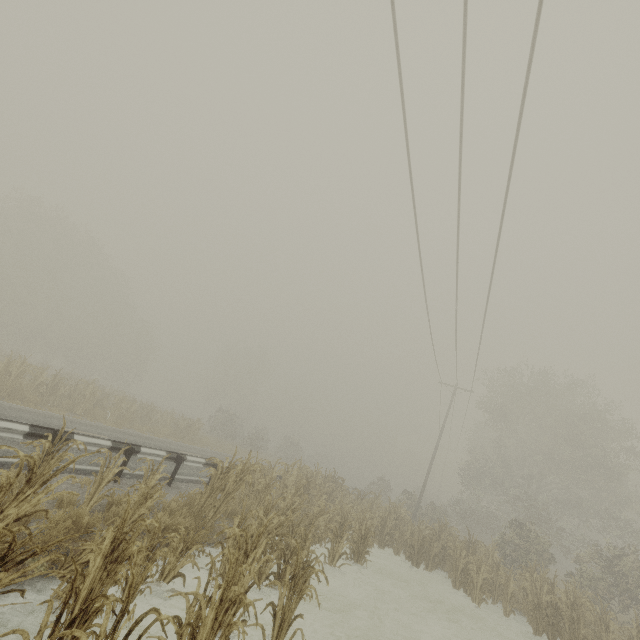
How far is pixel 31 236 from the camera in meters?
34.6

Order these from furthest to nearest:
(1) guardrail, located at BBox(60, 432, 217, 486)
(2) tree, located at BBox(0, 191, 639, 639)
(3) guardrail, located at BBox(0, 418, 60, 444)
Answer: (1) guardrail, located at BBox(60, 432, 217, 486), (3) guardrail, located at BBox(0, 418, 60, 444), (2) tree, located at BBox(0, 191, 639, 639)

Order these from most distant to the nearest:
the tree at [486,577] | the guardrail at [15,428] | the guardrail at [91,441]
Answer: the guardrail at [91,441] < the guardrail at [15,428] < the tree at [486,577]

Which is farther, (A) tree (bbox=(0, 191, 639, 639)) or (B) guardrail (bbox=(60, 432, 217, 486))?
(B) guardrail (bbox=(60, 432, 217, 486))

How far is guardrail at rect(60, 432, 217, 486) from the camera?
7.8 meters

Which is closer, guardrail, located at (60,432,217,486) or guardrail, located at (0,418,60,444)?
guardrail, located at (0,418,60,444)

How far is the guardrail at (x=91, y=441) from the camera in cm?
782
